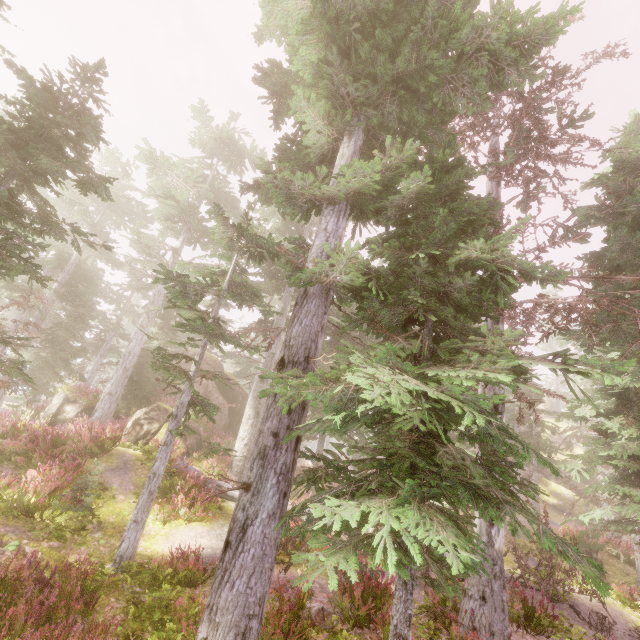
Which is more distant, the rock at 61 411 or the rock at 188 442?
the rock at 61 411

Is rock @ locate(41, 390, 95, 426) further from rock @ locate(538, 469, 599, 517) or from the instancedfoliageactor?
rock @ locate(538, 469, 599, 517)

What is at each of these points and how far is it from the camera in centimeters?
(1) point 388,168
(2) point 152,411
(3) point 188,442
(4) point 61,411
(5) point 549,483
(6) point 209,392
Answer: (1) instancedfoliageactor, 884cm
(2) rock, 1569cm
(3) rock, 1569cm
(4) rock, 1845cm
(5) rock, 3569cm
(6) rock, 2167cm

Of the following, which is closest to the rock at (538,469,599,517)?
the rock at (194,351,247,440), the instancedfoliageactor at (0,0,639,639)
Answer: the instancedfoliageactor at (0,0,639,639)

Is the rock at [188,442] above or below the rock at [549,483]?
below
